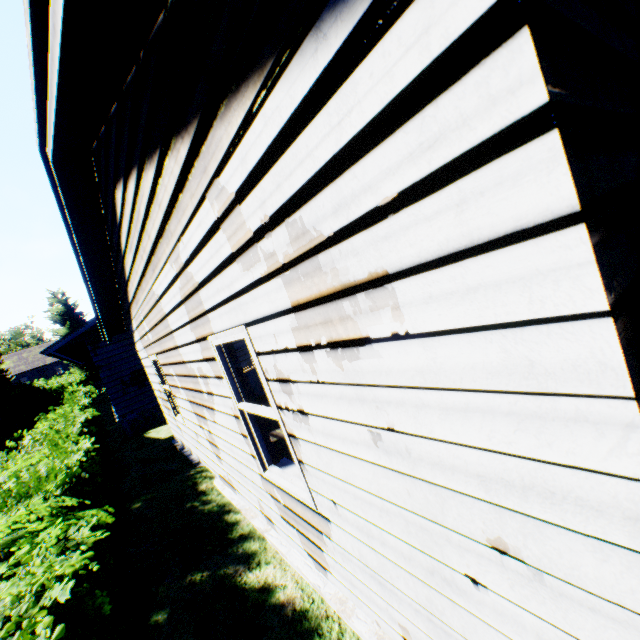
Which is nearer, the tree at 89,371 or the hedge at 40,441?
the hedge at 40,441

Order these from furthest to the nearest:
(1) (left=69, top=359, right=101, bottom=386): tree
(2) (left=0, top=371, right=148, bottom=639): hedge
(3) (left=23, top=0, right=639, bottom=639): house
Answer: (1) (left=69, top=359, right=101, bottom=386): tree → (2) (left=0, top=371, right=148, bottom=639): hedge → (3) (left=23, top=0, right=639, bottom=639): house

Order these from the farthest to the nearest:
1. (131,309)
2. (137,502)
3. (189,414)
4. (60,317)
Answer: (60,317)
(131,309)
(189,414)
(137,502)

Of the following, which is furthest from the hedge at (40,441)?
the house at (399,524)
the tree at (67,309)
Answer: the tree at (67,309)

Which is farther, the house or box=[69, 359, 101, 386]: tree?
box=[69, 359, 101, 386]: tree

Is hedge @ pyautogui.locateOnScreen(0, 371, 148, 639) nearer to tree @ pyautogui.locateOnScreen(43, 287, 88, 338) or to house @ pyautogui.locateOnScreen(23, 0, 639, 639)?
house @ pyautogui.locateOnScreen(23, 0, 639, 639)

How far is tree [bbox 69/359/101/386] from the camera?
33.9 meters
